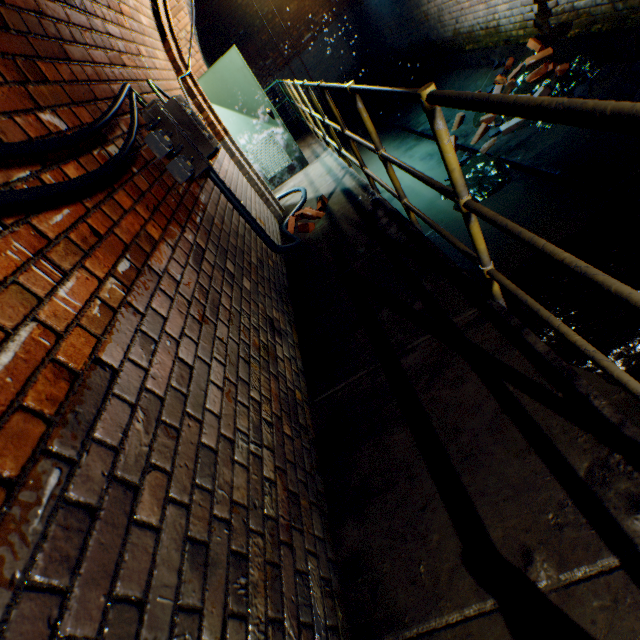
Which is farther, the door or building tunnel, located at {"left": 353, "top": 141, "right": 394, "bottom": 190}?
building tunnel, located at {"left": 353, "top": 141, "right": 394, "bottom": 190}

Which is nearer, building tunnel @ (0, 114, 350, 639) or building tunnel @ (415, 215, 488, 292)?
building tunnel @ (0, 114, 350, 639)

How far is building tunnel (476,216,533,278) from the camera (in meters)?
3.30

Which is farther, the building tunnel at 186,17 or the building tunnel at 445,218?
the building tunnel at 445,218

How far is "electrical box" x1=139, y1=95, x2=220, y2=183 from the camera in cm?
220

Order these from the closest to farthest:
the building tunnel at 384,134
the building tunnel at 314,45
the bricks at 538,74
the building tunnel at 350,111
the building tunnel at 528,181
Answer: Answer: the building tunnel at 528,181 < the building tunnel at 314,45 < the bricks at 538,74 < the building tunnel at 384,134 < the building tunnel at 350,111

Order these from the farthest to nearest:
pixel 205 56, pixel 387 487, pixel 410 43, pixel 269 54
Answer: pixel 269 54 → pixel 205 56 → pixel 410 43 → pixel 387 487

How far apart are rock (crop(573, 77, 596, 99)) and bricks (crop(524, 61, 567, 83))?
0.42m
